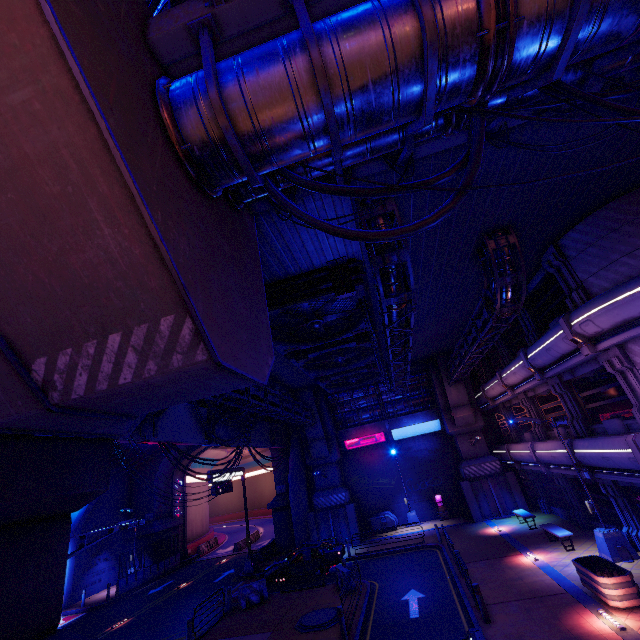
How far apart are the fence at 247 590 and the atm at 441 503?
15.8 meters

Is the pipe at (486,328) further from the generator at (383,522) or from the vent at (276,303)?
the generator at (383,522)

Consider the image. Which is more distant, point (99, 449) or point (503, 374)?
point (503, 374)

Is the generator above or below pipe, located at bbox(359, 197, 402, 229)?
below

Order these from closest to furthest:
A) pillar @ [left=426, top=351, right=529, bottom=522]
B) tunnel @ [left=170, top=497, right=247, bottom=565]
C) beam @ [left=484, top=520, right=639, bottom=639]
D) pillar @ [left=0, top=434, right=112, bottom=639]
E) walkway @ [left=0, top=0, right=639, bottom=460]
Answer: walkway @ [left=0, top=0, right=639, bottom=460]
pillar @ [left=0, top=434, right=112, bottom=639]
beam @ [left=484, top=520, right=639, bottom=639]
pillar @ [left=426, top=351, right=529, bottom=522]
tunnel @ [left=170, top=497, right=247, bottom=565]

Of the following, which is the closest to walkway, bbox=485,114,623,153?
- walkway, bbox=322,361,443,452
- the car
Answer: walkway, bbox=322,361,443,452

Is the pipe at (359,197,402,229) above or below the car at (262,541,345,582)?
above

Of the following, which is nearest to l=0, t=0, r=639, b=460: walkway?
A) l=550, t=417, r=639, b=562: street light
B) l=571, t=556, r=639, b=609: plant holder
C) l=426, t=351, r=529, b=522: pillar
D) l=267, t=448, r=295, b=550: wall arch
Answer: l=267, t=448, r=295, b=550: wall arch
